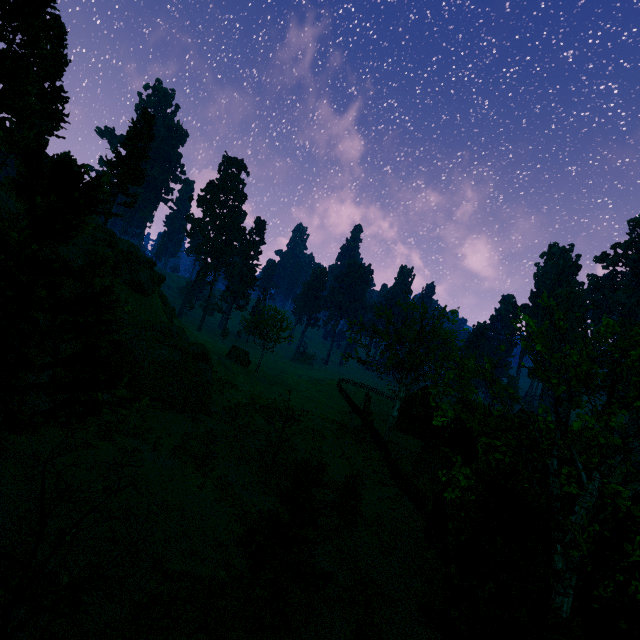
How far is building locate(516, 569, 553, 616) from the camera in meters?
12.9 m

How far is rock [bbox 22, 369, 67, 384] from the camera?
16.9m

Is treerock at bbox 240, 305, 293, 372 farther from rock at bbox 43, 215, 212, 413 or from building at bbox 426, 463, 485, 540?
rock at bbox 43, 215, 212, 413

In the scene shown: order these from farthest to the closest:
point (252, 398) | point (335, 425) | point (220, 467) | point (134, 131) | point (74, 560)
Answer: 1. point (134, 131)
2. point (335, 425)
3. point (252, 398)
4. point (220, 467)
5. point (74, 560)

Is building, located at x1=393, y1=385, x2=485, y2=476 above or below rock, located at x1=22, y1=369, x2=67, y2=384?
below

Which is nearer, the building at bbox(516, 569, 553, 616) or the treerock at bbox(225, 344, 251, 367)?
the building at bbox(516, 569, 553, 616)

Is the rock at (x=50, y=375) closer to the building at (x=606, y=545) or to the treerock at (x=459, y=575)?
the treerock at (x=459, y=575)
